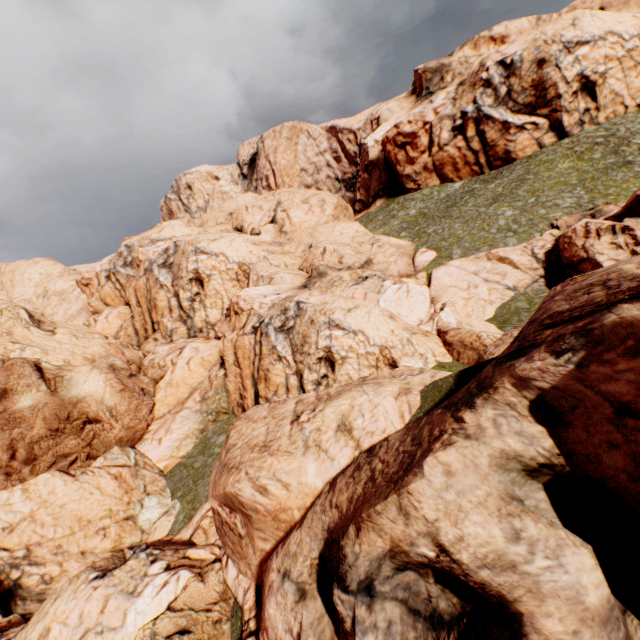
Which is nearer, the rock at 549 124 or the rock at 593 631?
the rock at 593 631

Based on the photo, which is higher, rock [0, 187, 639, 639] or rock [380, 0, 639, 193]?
rock [380, 0, 639, 193]

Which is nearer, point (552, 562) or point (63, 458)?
point (552, 562)

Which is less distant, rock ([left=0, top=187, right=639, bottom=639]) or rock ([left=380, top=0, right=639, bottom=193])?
rock ([left=0, top=187, right=639, bottom=639])

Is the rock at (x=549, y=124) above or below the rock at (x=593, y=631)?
above
